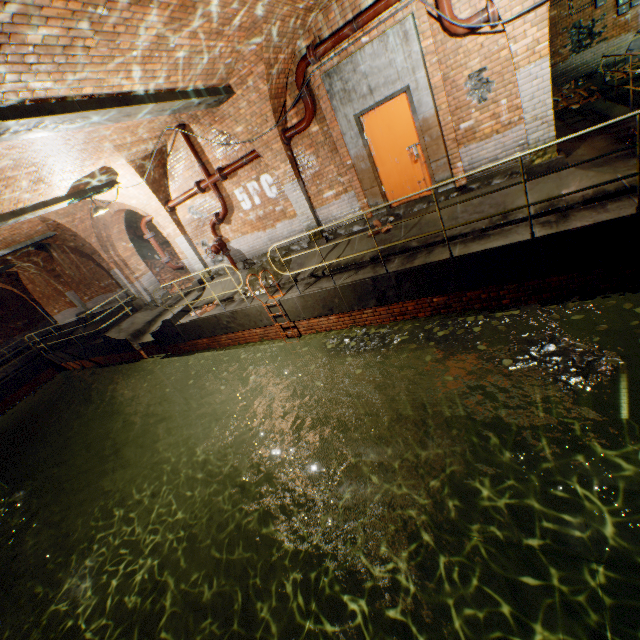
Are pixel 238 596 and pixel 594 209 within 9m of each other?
no

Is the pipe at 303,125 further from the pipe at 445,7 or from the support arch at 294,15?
the pipe at 445,7

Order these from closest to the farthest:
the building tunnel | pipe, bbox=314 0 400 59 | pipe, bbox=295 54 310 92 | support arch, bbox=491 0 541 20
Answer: support arch, bbox=491 0 541 20
pipe, bbox=314 0 400 59
pipe, bbox=295 54 310 92
the building tunnel

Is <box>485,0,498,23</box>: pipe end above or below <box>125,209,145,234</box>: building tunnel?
below

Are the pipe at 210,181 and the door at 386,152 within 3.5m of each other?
no

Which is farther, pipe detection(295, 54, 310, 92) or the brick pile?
the brick pile

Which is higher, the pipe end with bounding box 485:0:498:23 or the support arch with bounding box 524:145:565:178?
the pipe end with bounding box 485:0:498:23

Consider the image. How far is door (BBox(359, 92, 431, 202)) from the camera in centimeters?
673cm
